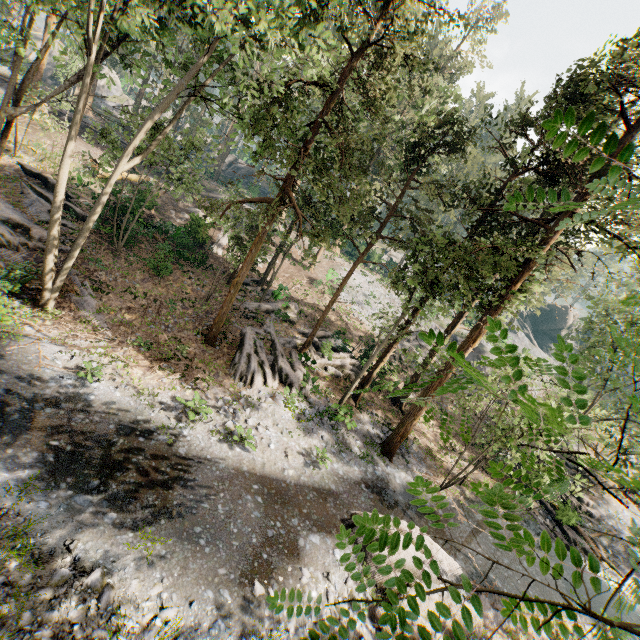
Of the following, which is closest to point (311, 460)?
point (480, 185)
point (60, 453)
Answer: point (60, 453)

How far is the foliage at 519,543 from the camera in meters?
1.2

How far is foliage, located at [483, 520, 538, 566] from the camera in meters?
1.2 m
